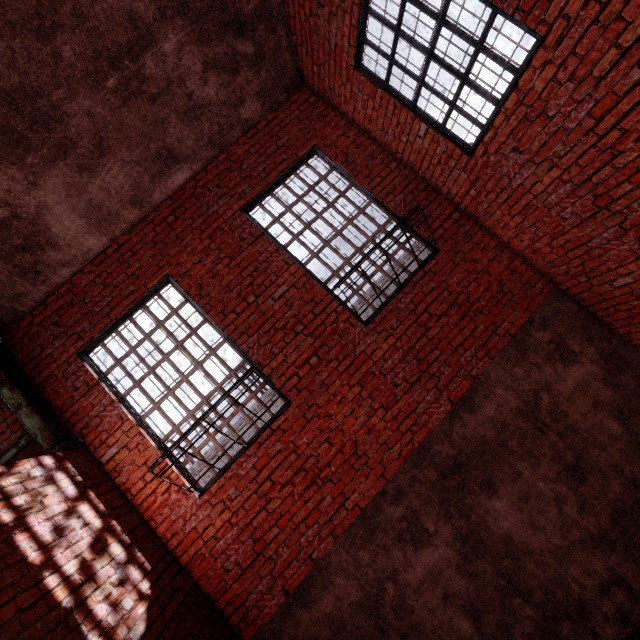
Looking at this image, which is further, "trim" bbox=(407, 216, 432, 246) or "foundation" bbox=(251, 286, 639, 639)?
"trim" bbox=(407, 216, 432, 246)

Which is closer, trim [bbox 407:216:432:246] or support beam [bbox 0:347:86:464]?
support beam [bbox 0:347:86:464]

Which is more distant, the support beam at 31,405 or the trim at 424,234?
the trim at 424,234

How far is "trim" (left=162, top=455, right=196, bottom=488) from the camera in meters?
4.0

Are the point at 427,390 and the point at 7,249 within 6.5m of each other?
yes

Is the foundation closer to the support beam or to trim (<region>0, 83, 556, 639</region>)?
trim (<region>0, 83, 556, 639</region>)

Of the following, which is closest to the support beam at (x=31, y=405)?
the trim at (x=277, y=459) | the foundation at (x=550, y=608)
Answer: the trim at (x=277, y=459)
